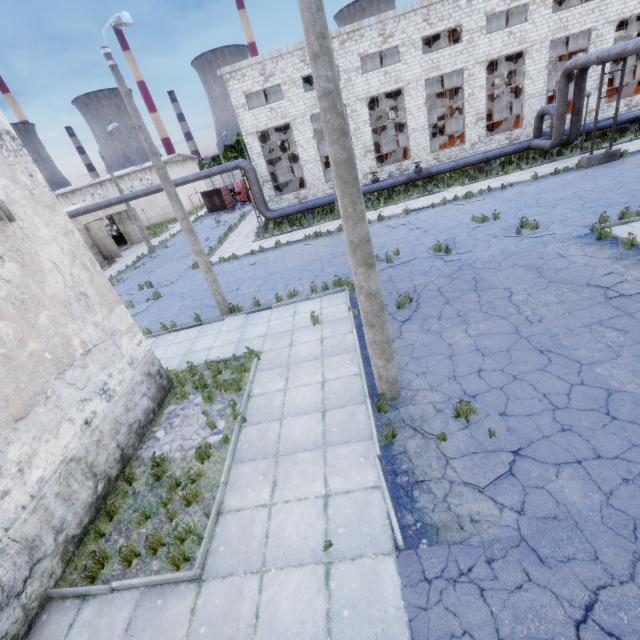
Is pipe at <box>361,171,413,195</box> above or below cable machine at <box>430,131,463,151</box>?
below

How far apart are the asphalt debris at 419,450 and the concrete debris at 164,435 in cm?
402

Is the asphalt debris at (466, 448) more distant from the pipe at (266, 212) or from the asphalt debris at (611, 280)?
the pipe at (266, 212)

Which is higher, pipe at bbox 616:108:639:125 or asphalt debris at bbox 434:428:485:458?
pipe at bbox 616:108:639:125

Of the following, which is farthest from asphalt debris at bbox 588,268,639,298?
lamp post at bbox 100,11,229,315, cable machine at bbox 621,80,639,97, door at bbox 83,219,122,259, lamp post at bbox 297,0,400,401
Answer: door at bbox 83,219,122,259

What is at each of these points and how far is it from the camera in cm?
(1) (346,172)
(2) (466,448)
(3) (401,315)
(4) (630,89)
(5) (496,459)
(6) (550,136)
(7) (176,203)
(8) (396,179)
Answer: (1) lamp post, 480
(2) asphalt debris, 563
(3) asphalt debris, 979
(4) cable machine, 2706
(5) asphalt debris, 531
(6) pipe, 2172
(7) lamp post, 1118
(8) pipe, 2358

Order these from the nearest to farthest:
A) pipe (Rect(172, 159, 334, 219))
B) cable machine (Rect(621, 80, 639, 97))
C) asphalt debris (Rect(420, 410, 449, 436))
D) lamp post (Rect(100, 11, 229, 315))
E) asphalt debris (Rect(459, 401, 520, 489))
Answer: asphalt debris (Rect(459, 401, 520, 489)), asphalt debris (Rect(420, 410, 449, 436)), lamp post (Rect(100, 11, 229, 315)), pipe (Rect(172, 159, 334, 219)), cable machine (Rect(621, 80, 639, 97))

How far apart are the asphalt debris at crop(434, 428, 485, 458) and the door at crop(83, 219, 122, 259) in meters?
35.0
